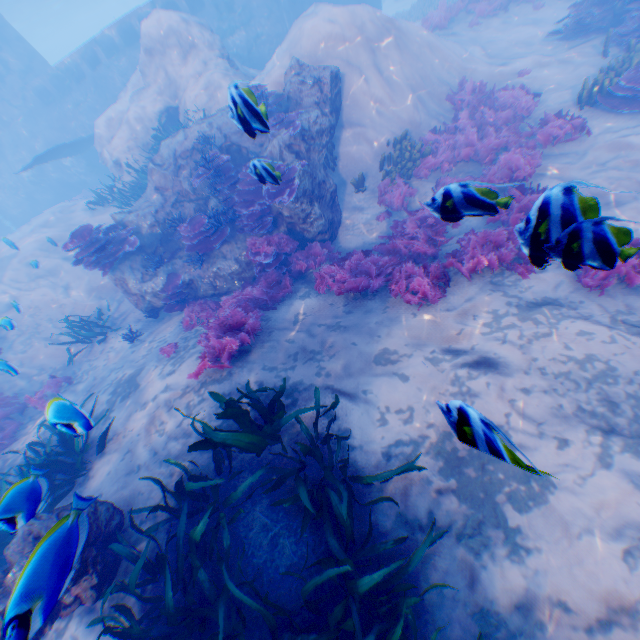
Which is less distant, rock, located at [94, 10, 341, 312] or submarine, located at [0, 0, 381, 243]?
rock, located at [94, 10, 341, 312]

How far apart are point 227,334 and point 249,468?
2.5m

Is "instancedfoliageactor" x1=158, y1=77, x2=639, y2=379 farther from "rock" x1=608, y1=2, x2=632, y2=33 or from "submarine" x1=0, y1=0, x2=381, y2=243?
"rock" x1=608, y1=2, x2=632, y2=33

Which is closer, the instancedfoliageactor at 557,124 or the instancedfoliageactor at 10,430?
the instancedfoliageactor at 557,124

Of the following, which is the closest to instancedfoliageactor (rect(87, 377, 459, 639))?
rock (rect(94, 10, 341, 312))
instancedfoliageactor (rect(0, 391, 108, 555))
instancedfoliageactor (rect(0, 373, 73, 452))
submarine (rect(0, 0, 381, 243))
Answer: rock (rect(94, 10, 341, 312))

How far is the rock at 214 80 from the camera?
8.70m

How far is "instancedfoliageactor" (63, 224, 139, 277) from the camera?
8.6m

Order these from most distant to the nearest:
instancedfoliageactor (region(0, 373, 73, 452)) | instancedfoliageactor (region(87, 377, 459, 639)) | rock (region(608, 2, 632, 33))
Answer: rock (region(608, 2, 632, 33)) → instancedfoliageactor (region(0, 373, 73, 452)) → instancedfoliageactor (region(87, 377, 459, 639))
